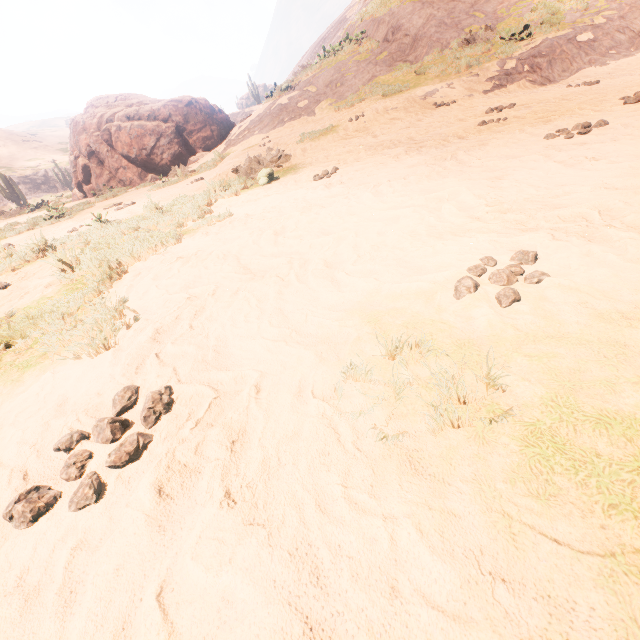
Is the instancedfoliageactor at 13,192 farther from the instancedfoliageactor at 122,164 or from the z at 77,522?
the instancedfoliageactor at 122,164

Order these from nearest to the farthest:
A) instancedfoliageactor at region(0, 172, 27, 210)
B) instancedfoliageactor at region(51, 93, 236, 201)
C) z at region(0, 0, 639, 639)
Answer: z at region(0, 0, 639, 639) → instancedfoliageactor at region(51, 93, 236, 201) → instancedfoliageactor at region(0, 172, 27, 210)

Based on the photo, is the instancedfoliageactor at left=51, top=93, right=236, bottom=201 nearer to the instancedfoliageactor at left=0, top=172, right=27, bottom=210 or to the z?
the z

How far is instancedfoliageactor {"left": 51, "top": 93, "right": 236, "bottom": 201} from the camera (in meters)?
16.19

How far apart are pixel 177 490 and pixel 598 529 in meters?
1.3

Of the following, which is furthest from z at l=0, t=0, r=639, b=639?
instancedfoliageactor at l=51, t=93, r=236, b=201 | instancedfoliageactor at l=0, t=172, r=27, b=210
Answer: instancedfoliageactor at l=0, t=172, r=27, b=210

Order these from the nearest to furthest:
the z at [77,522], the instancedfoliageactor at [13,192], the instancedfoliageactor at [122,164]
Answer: the z at [77,522], the instancedfoliageactor at [122,164], the instancedfoliageactor at [13,192]
